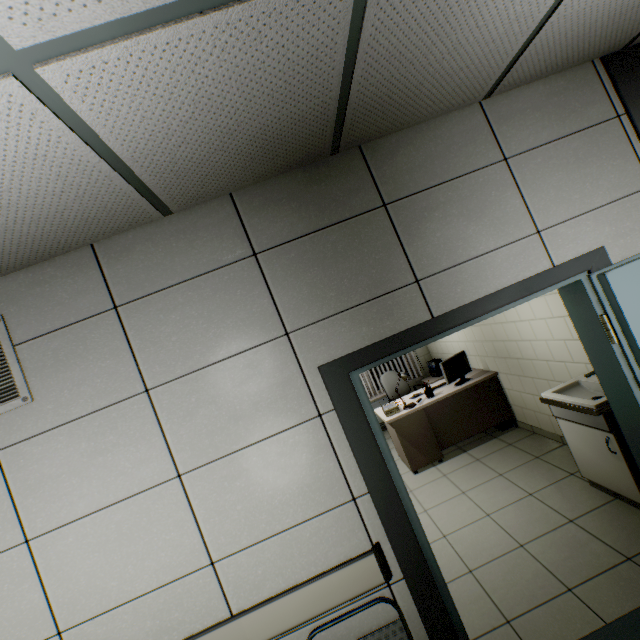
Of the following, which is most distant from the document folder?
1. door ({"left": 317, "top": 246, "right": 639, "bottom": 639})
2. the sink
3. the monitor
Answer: door ({"left": 317, "top": 246, "right": 639, "bottom": 639})

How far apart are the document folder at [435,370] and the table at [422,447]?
0.96m

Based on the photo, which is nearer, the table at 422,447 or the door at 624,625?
the door at 624,625

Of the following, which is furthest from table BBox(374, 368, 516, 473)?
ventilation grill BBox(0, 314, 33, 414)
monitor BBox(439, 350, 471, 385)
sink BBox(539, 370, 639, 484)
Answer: ventilation grill BBox(0, 314, 33, 414)

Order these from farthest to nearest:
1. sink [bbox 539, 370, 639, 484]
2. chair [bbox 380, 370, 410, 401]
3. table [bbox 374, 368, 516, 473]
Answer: chair [bbox 380, 370, 410, 401] → table [bbox 374, 368, 516, 473] → sink [bbox 539, 370, 639, 484]

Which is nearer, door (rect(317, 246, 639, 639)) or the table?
door (rect(317, 246, 639, 639))

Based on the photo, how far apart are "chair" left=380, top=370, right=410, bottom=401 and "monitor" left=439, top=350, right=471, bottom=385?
1.0m

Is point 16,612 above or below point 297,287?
below
